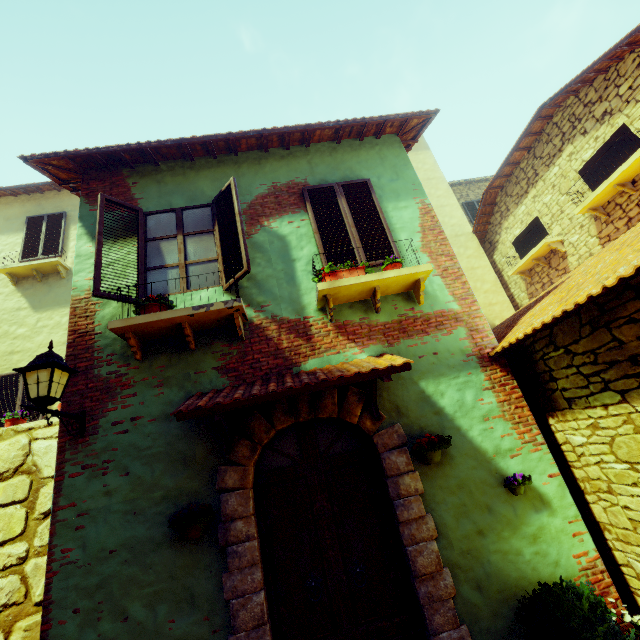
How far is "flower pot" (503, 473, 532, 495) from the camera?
3.5m

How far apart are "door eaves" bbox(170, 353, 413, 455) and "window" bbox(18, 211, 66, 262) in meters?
8.5 m

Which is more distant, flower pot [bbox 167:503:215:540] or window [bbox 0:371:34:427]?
window [bbox 0:371:34:427]

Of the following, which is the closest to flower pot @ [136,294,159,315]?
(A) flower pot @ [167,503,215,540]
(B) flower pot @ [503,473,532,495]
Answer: (A) flower pot @ [167,503,215,540]

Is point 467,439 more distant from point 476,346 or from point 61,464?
point 61,464

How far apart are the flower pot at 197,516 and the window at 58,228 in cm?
926

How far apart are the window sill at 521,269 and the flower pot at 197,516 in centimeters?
881cm

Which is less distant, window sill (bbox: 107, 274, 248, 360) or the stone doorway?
the stone doorway
